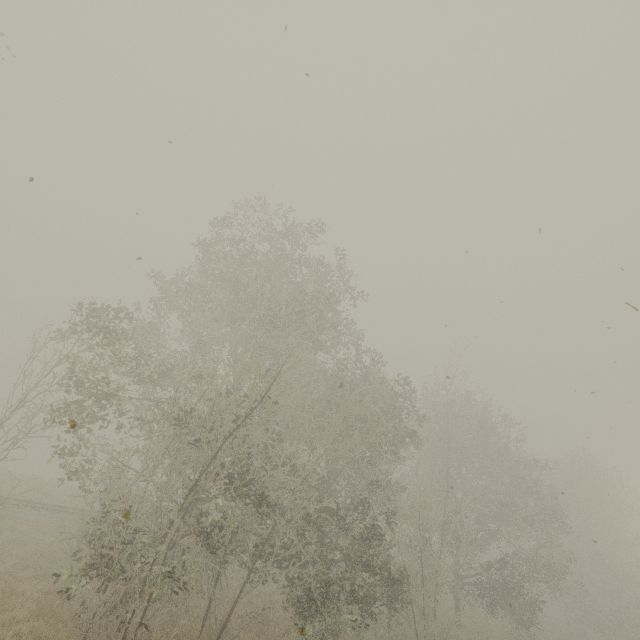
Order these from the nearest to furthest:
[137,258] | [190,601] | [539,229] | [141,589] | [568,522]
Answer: [539,229], [137,258], [141,589], [190,601], [568,522]
